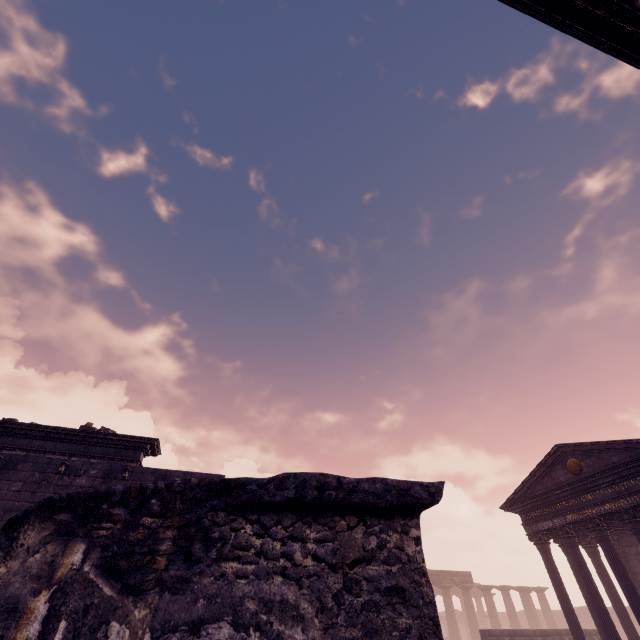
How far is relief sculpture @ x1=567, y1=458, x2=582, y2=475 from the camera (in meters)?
13.05

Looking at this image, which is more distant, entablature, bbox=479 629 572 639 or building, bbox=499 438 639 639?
entablature, bbox=479 629 572 639

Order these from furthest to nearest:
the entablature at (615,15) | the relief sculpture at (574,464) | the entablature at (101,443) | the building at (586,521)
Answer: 1. the relief sculpture at (574,464)
2. the building at (586,521)
3. the entablature at (101,443)
4. the entablature at (615,15)

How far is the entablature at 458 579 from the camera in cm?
3083

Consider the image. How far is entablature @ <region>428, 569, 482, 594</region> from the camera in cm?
3083

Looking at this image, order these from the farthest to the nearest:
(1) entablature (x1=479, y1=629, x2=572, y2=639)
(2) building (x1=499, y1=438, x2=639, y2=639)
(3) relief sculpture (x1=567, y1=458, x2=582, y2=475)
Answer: (1) entablature (x1=479, y1=629, x2=572, y2=639), (3) relief sculpture (x1=567, y1=458, x2=582, y2=475), (2) building (x1=499, y1=438, x2=639, y2=639)

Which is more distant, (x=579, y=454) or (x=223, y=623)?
(x=579, y=454)

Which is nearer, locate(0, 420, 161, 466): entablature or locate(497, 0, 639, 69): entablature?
locate(497, 0, 639, 69): entablature
